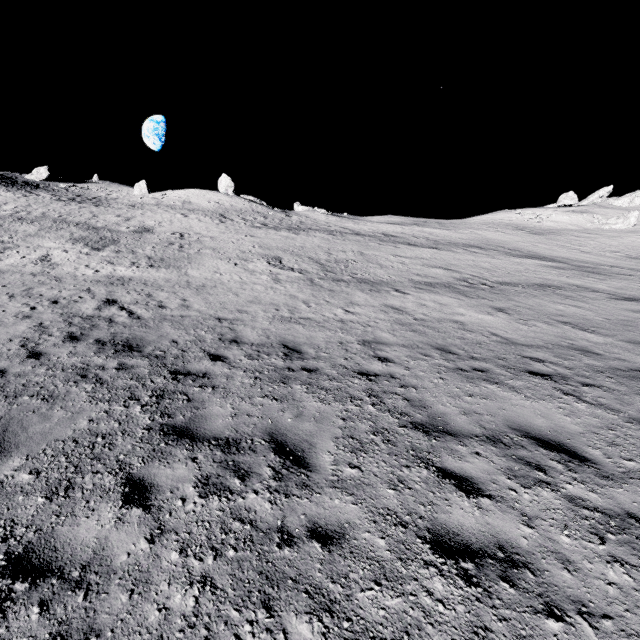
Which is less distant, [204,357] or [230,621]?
[230,621]

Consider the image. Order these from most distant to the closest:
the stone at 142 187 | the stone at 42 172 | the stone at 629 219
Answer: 1. the stone at 142 187
2. the stone at 42 172
3. the stone at 629 219

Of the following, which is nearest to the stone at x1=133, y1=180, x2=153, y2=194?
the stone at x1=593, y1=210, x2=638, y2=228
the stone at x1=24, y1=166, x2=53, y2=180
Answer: the stone at x1=24, y1=166, x2=53, y2=180

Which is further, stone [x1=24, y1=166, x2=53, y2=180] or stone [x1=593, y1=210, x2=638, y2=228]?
stone [x1=24, y1=166, x2=53, y2=180]

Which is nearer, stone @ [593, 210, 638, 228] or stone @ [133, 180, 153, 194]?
stone @ [593, 210, 638, 228]

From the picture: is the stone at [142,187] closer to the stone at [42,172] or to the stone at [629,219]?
the stone at [42,172]
